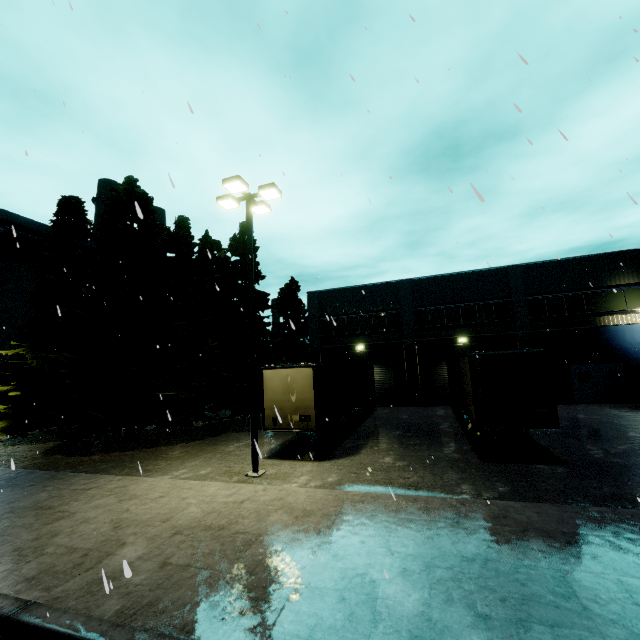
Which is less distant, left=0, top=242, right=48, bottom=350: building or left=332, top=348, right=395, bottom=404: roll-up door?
left=0, top=242, right=48, bottom=350: building

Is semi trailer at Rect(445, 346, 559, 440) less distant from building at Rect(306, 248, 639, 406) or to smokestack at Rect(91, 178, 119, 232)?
building at Rect(306, 248, 639, 406)

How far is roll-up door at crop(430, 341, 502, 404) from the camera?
24.2m

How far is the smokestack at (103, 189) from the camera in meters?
39.0

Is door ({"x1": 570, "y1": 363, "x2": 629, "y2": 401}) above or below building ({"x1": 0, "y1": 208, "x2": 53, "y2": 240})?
below

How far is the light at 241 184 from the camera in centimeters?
1074cm

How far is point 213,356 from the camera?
19.25m

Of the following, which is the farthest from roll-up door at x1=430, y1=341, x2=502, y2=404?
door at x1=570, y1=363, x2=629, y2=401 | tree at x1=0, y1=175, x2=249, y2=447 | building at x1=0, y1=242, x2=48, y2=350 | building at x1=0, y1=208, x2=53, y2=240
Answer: building at x1=0, y1=242, x2=48, y2=350
